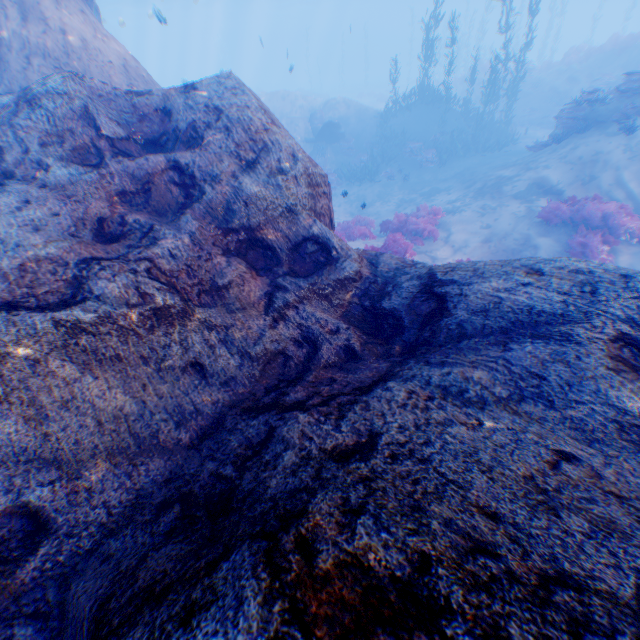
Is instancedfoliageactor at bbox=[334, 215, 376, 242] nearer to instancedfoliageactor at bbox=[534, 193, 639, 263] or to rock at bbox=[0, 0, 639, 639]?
rock at bbox=[0, 0, 639, 639]

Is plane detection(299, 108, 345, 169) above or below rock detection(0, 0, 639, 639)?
below

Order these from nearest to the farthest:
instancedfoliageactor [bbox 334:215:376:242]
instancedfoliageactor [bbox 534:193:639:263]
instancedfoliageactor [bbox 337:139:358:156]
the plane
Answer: instancedfoliageactor [bbox 534:193:639:263] < instancedfoliageactor [bbox 334:215:376:242] < the plane < instancedfoliageactor [bbox 337:139:358:156]

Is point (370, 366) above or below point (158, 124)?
below

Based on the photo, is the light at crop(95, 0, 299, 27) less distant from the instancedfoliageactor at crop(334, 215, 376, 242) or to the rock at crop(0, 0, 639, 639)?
the rock at crop(0, 0, 639, 639)

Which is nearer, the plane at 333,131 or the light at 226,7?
the plane at 333,131

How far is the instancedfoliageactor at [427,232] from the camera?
9.4 meters

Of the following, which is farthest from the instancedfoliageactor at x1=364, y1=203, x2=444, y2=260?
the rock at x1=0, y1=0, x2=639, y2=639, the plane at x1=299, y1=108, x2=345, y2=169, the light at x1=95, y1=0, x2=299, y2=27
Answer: the plane at x1=299, y1=108, x2=345, y2=169
